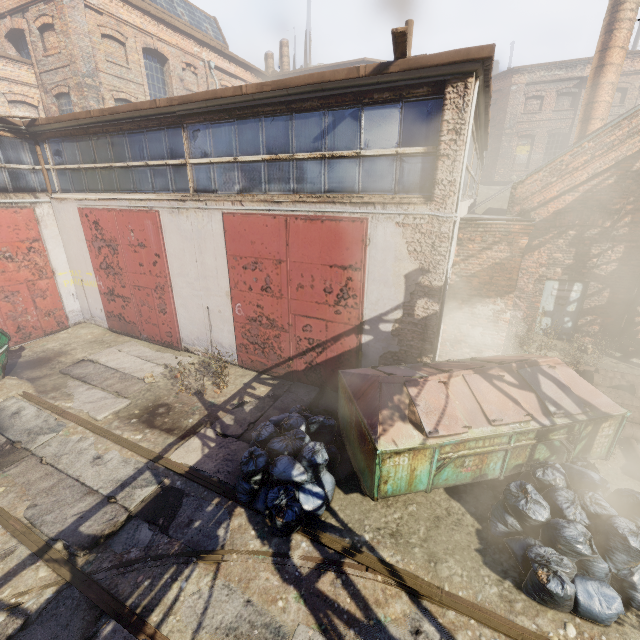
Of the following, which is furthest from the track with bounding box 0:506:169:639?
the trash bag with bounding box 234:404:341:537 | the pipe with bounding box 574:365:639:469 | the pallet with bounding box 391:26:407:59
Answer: the pallet with bounding box 391:26:407:59

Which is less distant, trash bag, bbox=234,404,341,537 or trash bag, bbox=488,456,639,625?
trash bag, bbox=488,456,639,625

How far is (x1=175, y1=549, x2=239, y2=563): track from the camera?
4.4 meters

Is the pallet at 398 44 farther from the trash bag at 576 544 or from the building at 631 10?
the building at 631 10

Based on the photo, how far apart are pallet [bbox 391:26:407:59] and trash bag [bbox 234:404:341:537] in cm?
631

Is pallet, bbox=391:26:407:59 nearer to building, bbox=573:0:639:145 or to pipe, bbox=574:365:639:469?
pipe, bbox=574:365:639:469

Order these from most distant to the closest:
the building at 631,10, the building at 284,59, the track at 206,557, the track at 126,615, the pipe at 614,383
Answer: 1. the building at 284,59
2. the building at 631,10
3. the pipe at 614,383
4. the track at 206,557
5. the track at 126,615

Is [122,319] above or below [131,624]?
above
